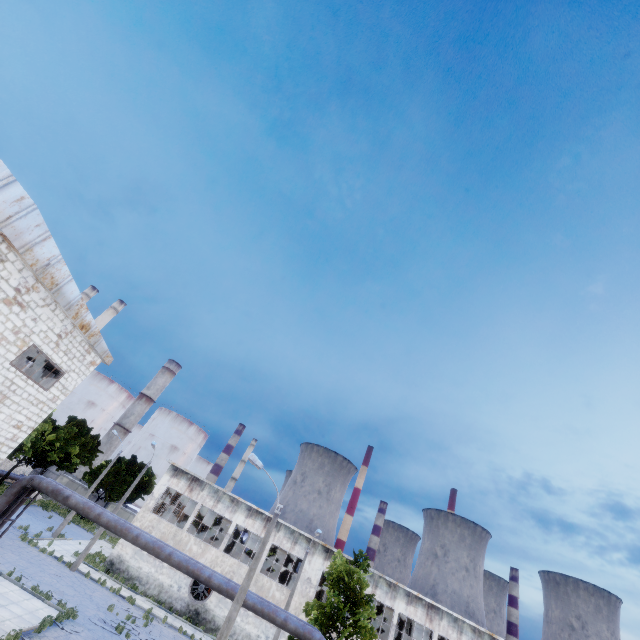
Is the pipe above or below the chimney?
below

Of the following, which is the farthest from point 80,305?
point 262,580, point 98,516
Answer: point 262,580

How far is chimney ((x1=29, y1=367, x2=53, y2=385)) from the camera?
55.78m

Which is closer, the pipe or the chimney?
the pipe

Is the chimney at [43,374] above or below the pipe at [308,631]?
above

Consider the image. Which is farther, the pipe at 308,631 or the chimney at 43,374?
the chimney at 43,374
